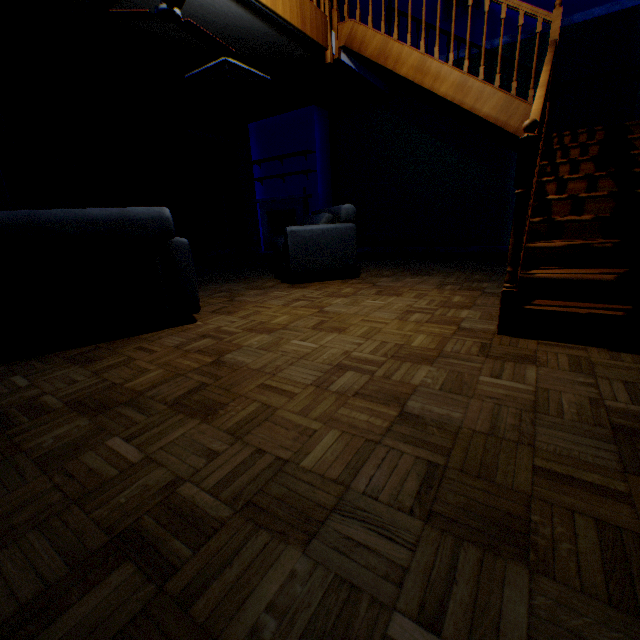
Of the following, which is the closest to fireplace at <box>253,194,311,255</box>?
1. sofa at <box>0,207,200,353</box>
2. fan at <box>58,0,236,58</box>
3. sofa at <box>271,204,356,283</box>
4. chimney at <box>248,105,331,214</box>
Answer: chimney at <box>248,105,331,214</box>

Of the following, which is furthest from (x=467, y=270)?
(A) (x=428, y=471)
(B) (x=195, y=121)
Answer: (B) (x=195, y=121)

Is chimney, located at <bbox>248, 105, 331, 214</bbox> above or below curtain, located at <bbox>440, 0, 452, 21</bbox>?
below

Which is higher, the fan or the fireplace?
the fan

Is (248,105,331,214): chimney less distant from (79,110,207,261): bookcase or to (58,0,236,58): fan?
(79,110,207,261): bookcase

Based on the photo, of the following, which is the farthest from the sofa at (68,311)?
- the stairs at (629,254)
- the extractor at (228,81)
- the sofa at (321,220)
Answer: the extractor at (228,81)

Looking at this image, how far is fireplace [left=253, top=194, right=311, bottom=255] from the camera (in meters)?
7.63

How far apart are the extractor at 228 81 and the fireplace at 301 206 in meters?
2.2 m
